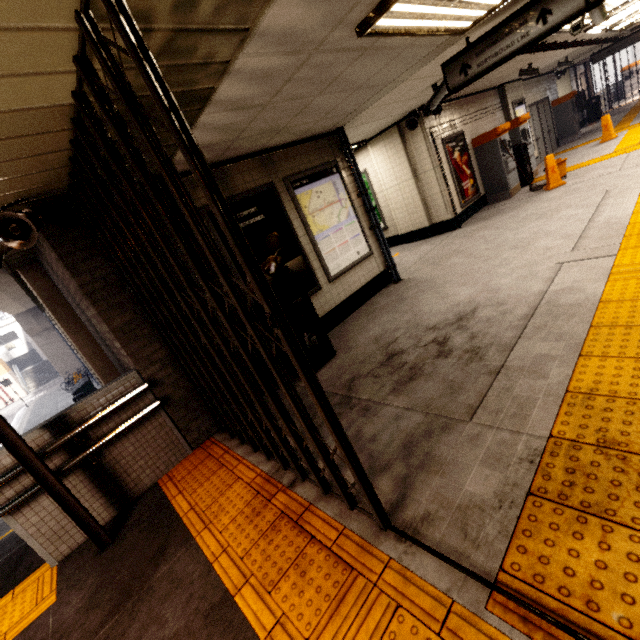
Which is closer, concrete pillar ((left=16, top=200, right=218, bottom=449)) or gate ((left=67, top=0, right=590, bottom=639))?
gate ((left=67, top=0, right=590, bottom=639))

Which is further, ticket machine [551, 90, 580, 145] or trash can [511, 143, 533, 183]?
ticket machine [551, 90, 580, 145]

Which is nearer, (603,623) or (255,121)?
(603,623)

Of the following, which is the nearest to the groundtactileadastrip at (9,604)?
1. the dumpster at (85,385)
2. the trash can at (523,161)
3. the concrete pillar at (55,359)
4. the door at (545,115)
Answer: the trash can at (523,161)

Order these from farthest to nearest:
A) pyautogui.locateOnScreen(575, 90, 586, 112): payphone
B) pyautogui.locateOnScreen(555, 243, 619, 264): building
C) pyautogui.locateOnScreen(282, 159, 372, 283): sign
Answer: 1. pyautogui.locateOnScreen(575, 90, 586, 112): payphone
2. pyautogui.locateOnScreen(282, 159, 372, 283): sign
3. pyautogui.locateOnScreen(555, 243, 619, 264): building

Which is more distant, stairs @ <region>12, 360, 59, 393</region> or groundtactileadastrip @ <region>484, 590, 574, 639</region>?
stairs @ <region>12, 360, 59, 393</region>

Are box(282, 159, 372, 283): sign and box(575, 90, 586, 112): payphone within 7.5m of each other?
no

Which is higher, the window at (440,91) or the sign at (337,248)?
the window at (440,91)
